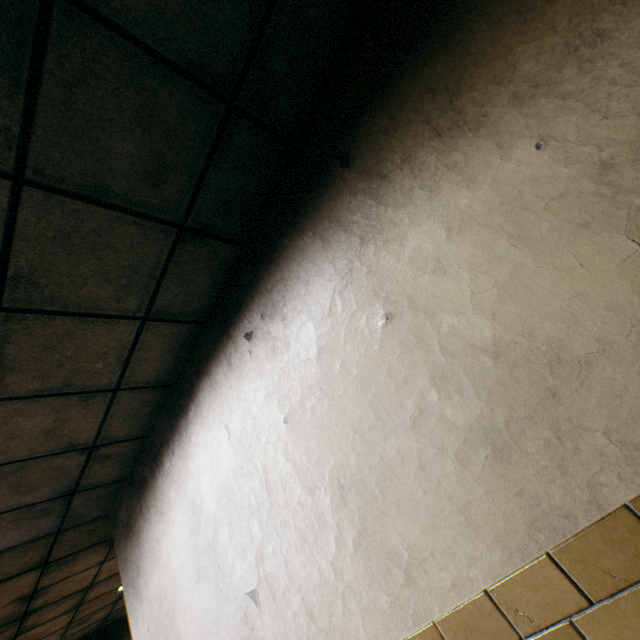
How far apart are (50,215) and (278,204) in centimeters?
108cm
